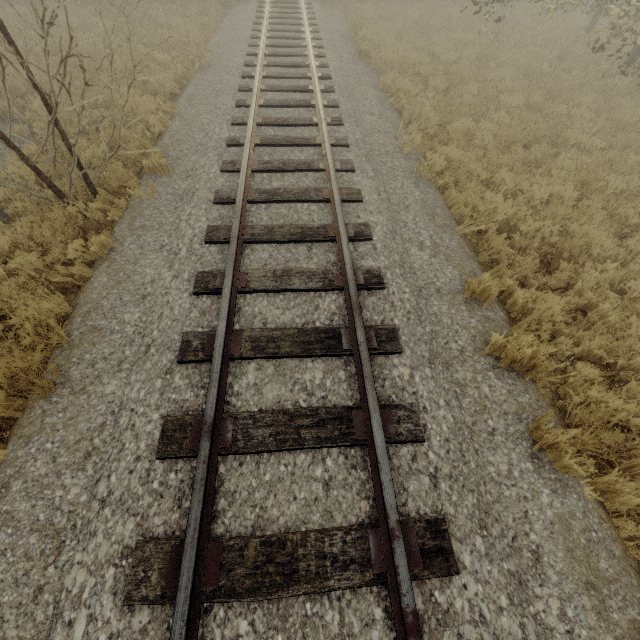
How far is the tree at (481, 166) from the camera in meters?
6.6

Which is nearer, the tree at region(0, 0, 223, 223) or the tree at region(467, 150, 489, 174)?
the tree at region(0, 0, 223, 223)

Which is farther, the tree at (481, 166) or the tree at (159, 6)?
the tree at (481, 166)

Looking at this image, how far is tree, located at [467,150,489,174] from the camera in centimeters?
663cm

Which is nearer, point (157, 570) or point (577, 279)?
point (157, 570)
